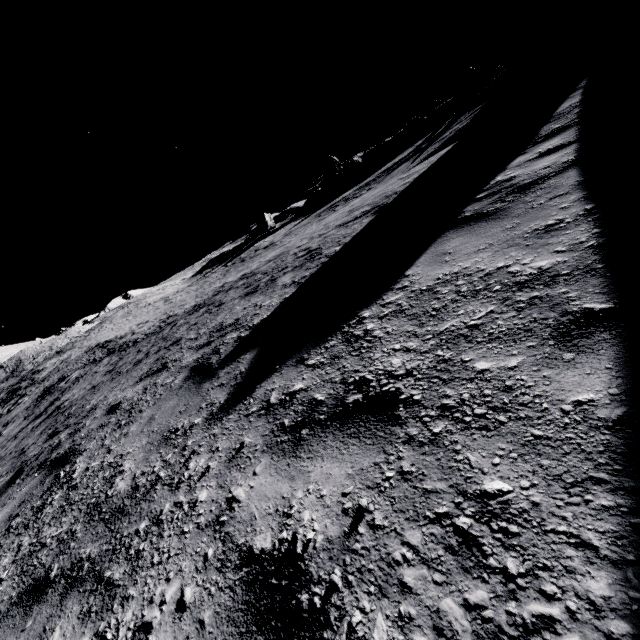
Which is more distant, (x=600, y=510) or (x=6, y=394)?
(x=6, y=394)

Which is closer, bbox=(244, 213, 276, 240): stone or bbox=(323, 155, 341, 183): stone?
bbox=(244, 213, 276, 240): stone

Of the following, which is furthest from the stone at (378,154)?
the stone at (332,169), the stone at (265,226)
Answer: the stone at (265,226)

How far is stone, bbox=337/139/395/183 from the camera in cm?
3891

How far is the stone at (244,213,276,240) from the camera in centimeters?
4278cm

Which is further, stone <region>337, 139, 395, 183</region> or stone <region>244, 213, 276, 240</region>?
stone <region>244, 213, 276, 240</region>

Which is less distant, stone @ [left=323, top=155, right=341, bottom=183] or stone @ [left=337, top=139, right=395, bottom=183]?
stone @ [left=337, top=139, right=395, bottom=183]
